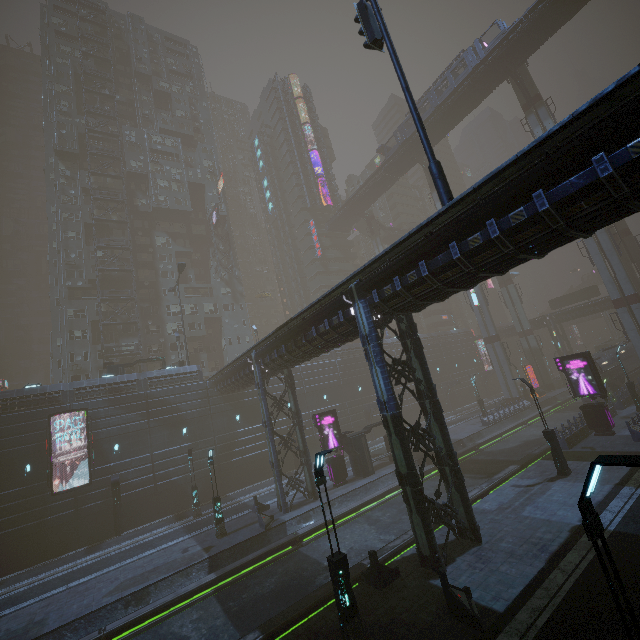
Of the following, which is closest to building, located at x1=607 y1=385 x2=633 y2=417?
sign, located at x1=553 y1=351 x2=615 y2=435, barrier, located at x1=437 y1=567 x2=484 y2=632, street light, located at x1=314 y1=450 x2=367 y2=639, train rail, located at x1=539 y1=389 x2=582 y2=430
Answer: train rail, located at x1=539 y1=389 x2=582 y2=430

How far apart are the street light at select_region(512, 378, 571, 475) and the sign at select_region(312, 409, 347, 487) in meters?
14.2 m

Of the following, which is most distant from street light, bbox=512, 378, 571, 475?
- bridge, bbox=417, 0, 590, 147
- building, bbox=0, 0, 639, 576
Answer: bridge, bbox=417, 0, 590, 147

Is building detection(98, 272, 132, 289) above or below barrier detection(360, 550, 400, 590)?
above

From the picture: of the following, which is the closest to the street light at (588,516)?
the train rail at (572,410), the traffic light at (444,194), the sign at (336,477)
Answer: the traffic light at (444,194)

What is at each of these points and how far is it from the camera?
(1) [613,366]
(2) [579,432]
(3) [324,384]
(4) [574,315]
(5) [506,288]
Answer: (1) train, 34.8 meters
(2) building, 23.6 meters
(3) building, 43.5 meters
(4) building, 53.5 meters
(5) sm, 54.8 meters

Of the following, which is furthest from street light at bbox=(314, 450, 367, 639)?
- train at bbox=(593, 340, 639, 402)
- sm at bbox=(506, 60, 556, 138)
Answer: train at bbox=(593, 340, 639, 402)

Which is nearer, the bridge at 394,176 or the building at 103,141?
the bridge at 394,176
